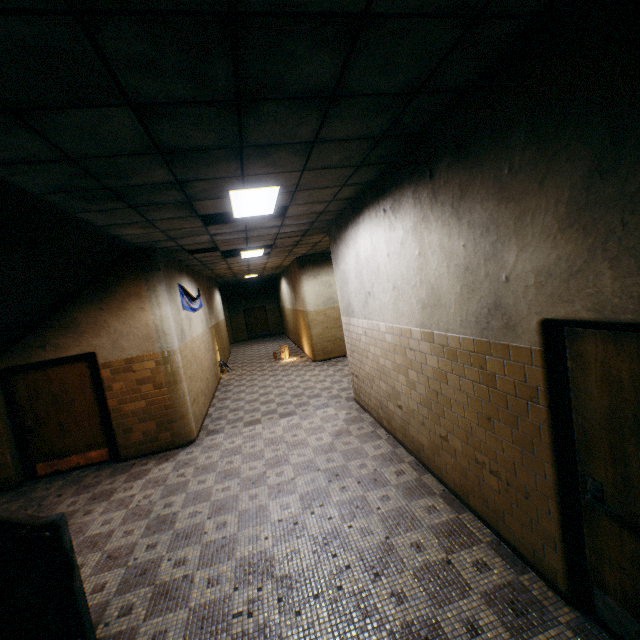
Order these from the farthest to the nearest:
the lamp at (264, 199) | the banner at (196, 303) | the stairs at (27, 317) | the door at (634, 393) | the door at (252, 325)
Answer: the door at (252, 325) → the banner at (196, 303) → the lamp at (264, 199) → the stairs at (27, 317) → the door at (634, 393)

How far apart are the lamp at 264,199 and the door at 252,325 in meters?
18.5

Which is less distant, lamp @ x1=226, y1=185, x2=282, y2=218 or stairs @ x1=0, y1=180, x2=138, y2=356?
stairs @ x1=0, y1=180, x2=138, y2=356

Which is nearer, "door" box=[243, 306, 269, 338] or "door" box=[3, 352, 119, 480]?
"door" box=[3, 352, 119, 480]

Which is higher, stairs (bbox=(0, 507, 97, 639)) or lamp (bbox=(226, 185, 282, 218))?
lamp (bbox=(226, 185, 282, 218))

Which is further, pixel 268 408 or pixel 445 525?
pixel 268 408

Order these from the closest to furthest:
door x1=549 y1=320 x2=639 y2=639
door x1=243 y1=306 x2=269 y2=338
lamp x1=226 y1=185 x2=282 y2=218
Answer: door x1=549 y1=320 x2=639 y2=639
lamp x1=226 y1=185 x2=282 y2=218
door x1=243 y1=306 x2=269 y2=338

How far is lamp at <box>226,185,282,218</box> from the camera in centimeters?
395cm
